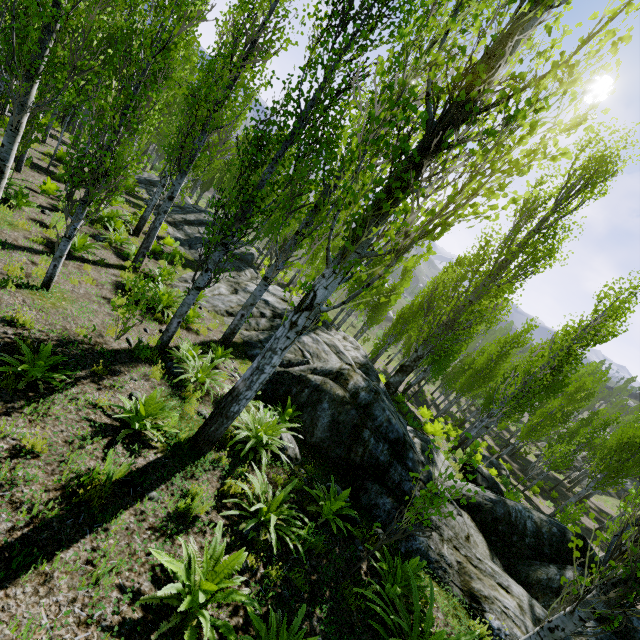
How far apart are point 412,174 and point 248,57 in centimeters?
751cm

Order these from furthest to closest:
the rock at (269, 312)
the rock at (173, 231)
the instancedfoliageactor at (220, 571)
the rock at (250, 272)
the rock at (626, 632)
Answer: the rock at (173, 231) < the rock at (250, 272) < the rock at (269, 312) < the rock at (626, 632) < the instancedfoliageactor at (220, 571)

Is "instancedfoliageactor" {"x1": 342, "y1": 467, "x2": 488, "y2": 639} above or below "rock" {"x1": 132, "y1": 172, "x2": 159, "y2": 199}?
above

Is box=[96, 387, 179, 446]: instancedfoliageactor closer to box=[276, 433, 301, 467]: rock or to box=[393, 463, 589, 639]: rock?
box=[393, 463, 589, 639]: rock

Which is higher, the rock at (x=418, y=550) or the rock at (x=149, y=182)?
the rock at (x=418, y=550)

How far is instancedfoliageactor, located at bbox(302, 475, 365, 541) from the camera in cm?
555

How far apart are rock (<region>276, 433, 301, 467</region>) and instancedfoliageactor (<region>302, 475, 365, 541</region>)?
0.64m

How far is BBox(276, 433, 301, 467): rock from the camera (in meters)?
6.61
